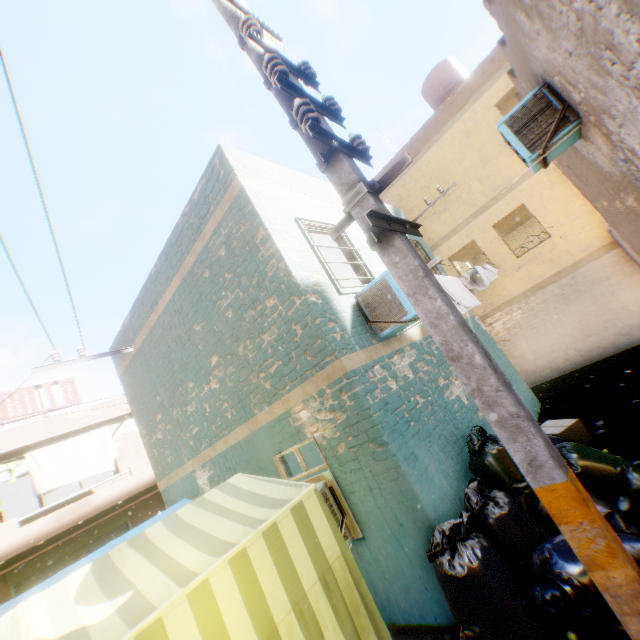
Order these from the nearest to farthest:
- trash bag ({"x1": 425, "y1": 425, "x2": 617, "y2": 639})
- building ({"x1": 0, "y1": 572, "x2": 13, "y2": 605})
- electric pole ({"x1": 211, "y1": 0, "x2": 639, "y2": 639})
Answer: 1. electric pole ({"x1": 211, "y1": 0, "x2": 639, "y2": 639})
2. trash bag ({"x1": 425, "y1": 425, "x2": 617, "y2": 639})
3. building ({"x1": 0, "y1": 572, "x2": 13, "y2": 605})

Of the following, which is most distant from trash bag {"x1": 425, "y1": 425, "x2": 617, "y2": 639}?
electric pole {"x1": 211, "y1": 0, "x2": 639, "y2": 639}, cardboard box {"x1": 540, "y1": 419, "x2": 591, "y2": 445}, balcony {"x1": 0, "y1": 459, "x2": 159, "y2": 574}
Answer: cardboard box {"x1": 540, "y1": 419, "x2": 591, "y2": 445}

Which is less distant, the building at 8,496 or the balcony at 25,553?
the balcony at 25,553

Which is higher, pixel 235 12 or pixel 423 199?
pixel 423 199

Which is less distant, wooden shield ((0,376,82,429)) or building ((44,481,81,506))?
wooden shield ((0,376,82,429))

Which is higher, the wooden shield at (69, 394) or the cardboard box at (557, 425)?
the wooden shield at (69, 394)

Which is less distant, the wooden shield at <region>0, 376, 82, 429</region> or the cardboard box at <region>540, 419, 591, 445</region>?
the cardboard box at <region>540, 419, 591, 445</region>

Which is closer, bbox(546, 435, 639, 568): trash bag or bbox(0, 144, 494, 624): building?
bbox(546, 435, 639, 568): trash bag
